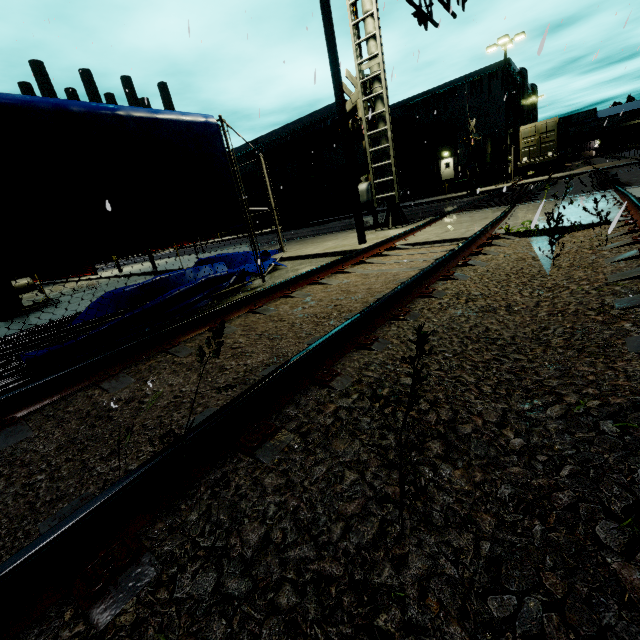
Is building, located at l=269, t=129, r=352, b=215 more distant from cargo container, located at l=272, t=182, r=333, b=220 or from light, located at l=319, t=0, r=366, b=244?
light, located at l=319, t=0, r=366, b=244

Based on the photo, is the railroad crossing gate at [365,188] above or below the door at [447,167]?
below

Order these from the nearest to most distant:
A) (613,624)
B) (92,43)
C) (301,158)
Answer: (613,624) < (92,43) < (301,158)

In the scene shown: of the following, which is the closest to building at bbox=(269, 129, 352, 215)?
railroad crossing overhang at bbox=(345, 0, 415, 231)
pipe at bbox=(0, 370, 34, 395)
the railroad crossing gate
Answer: pipe at bbox=(0, 370, 34, 395)

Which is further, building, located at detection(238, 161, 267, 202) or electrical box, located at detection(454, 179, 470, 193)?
building, located at detection(238, 161, 267, 202)

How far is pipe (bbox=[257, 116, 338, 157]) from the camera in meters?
32.0 m

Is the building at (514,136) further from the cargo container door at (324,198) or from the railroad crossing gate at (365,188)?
the railroad crossing gate at (365,188)

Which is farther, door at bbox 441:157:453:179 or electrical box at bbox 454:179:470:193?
door at bbox 441:157:453:179
